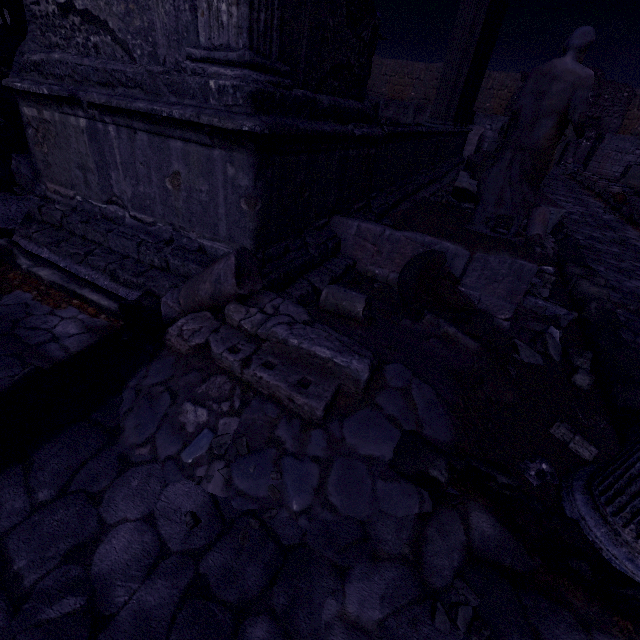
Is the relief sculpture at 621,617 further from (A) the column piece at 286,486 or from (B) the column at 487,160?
(B) the column at 487,160

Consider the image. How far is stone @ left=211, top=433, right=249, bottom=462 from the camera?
1.8m

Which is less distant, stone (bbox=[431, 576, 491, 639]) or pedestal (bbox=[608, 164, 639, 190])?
stone (bbox=[431, 576, 491, 639])

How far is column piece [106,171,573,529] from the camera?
1.8 meters

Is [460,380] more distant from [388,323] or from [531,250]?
[531,250]

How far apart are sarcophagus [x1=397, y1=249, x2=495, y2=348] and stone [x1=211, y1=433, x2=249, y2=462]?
2.1 meters

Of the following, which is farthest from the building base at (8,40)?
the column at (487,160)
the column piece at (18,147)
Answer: the column at (487,160)

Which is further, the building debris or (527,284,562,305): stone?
the building debris
